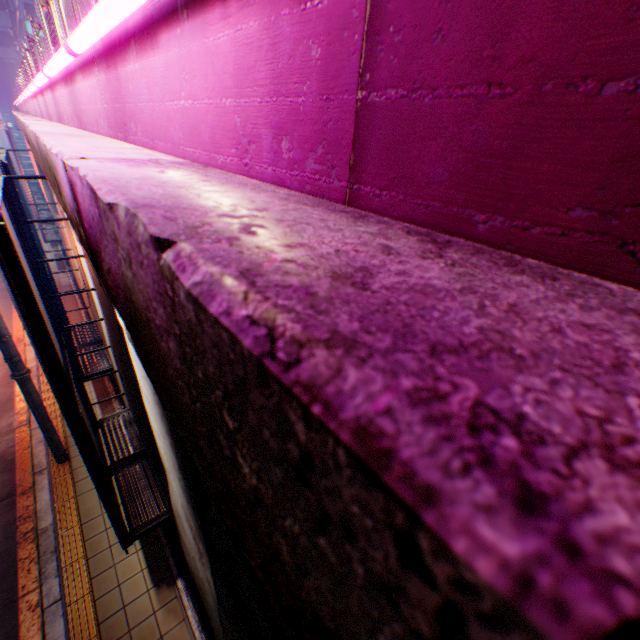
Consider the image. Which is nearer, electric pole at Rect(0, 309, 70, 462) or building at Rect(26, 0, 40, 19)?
electric pole at Rect(0, 309, 70, 462)

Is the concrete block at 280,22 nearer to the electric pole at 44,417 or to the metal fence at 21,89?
the metal fence at 21,89

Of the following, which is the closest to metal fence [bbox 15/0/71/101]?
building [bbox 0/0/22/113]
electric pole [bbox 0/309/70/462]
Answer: building [bbox 0/0/22/113]

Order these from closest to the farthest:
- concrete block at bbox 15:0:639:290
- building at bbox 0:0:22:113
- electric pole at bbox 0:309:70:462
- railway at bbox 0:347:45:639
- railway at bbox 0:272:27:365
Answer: concrete block at bbox 15:0:639:290
railway at bbox 0:347:45:639
electric pole at bbox 0:309:70:462
railway at bbox 0:272:27:365
building at bbox 0:0:22:113

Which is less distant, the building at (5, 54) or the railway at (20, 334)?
the railway at (20, 334)

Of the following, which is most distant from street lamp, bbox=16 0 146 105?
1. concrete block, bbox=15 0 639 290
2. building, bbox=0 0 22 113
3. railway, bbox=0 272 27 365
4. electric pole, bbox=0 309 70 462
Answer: building, bbox=0 0 22 113

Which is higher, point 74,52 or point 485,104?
point 74,52

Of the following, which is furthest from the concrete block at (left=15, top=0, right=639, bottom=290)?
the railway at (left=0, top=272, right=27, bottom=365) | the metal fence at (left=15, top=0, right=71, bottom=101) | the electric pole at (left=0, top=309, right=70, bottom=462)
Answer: the railway at (left=0, top=272, right=27, bottom=365)
